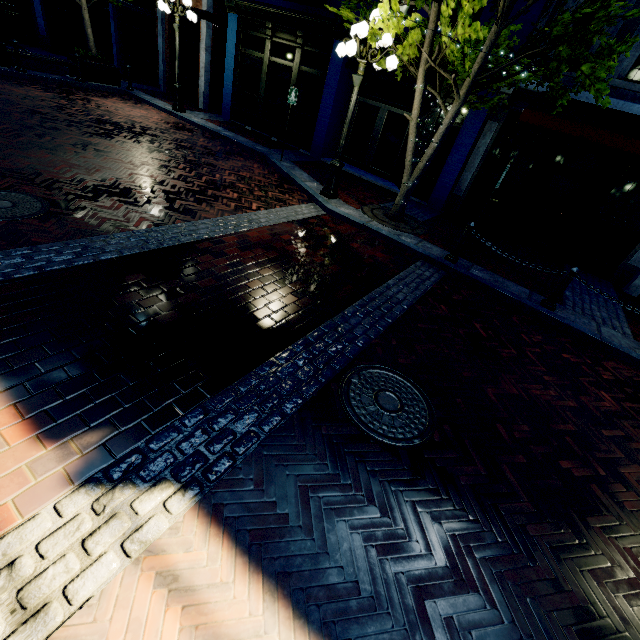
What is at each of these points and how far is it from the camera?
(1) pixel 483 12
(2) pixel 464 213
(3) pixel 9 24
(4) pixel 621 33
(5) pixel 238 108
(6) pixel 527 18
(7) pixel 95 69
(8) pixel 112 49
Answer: (1) building, 8.4 meters
(2) building, 10.3 meters
(3) building, 15.9 meters
(4) building, 7.2 meters
(5) building, 13.5 meters
(6) building, 7.8 meters
(7) planter, 12.5 meters
(8) building, 19.4 meters

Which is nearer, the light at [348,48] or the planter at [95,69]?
the light at [348,48]

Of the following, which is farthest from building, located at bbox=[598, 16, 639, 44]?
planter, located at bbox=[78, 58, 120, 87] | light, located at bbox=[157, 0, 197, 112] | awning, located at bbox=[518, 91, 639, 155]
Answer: planter, located at bbox=[78, 58, 120, 87]

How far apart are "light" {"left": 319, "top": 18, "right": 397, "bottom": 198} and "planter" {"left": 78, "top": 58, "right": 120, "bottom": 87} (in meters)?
11.23

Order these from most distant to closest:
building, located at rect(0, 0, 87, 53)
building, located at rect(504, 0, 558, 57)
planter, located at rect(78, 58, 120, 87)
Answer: building, located at rect(0, 0, 87, 53) < planter, located at rect(78, 58, 120, 87) < building, located at rect(504, 0, 558, 57)

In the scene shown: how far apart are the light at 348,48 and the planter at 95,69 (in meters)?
11.23

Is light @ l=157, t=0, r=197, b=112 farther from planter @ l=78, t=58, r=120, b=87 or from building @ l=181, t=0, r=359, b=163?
planter @ l=78, t=58, r=120, b=87

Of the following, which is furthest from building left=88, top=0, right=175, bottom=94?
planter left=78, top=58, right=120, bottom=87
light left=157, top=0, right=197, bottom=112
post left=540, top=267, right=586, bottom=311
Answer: post left=540, top=267, right=586, bottom=311
